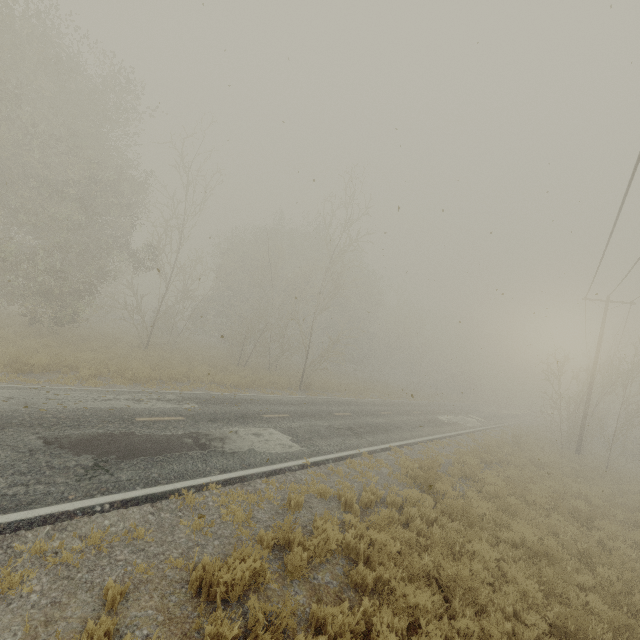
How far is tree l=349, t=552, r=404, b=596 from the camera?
5.4m

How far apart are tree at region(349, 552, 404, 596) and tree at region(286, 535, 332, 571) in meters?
1.0 m

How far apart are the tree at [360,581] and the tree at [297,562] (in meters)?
0.97

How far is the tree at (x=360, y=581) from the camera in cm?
545

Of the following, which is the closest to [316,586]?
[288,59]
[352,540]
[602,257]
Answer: [352,540]

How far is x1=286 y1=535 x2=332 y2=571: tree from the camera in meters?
5.2
